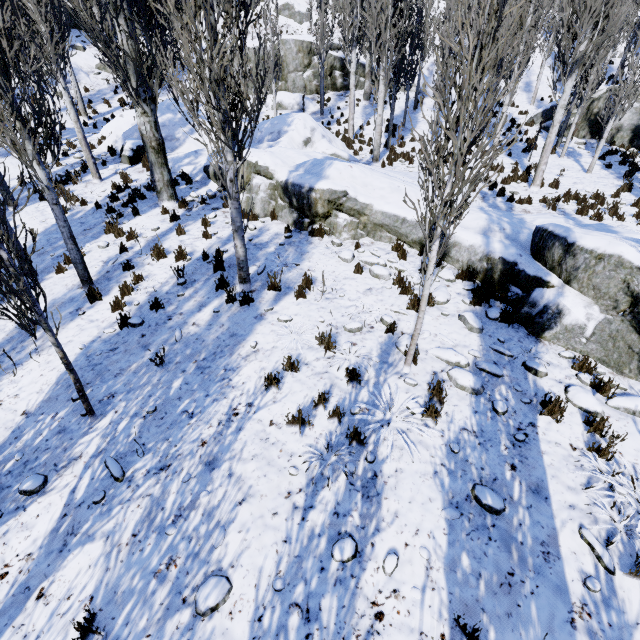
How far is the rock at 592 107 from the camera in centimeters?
1755cm

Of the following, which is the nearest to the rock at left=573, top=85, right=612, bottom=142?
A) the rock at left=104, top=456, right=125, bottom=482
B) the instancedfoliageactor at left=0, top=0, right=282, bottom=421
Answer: the instancedfoliageactor at left=0, top=0, right=282, bottom=421

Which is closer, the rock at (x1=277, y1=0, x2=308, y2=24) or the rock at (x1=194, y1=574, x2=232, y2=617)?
the rock at (x1=194, y1=574, x2=232, y2=617)

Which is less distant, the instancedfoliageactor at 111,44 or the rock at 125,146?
the instancedfoliageactor at 111,44

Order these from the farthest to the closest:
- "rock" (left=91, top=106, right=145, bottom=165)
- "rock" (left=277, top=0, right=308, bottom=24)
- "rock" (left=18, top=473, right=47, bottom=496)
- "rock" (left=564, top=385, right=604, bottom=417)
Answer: "rock" (left=277, top=0, right=308, bottom=24)
"rock" (left=91, top=106, right=145, bottom=165)
"rock" (left=564, top=385, right=604, bottom=417)
"rock" (left=18, top=473, right=47, bottom=496)

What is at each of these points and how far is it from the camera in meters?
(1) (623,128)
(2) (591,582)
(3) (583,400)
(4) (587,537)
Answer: (1) rock, 17.1 m
(2) rock, 3.3 m
(3) rock, 4.9 m
(4) rock, 3.6 m

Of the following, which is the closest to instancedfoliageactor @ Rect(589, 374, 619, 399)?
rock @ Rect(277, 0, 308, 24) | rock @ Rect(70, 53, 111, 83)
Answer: rock @ Rect(70, 53, 111, 83)

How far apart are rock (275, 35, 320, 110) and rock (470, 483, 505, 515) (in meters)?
28.92
